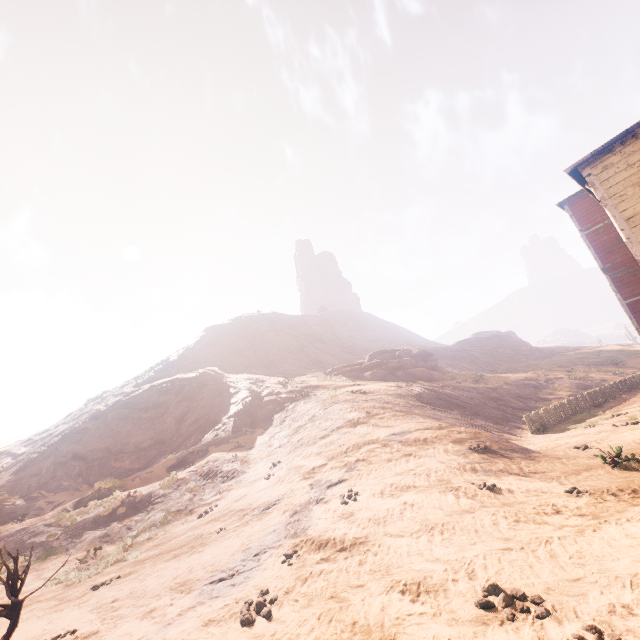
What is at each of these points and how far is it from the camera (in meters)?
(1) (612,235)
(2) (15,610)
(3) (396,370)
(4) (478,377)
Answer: (1) building, 15.88
(2) instancedfoliageactor, 6.02
(3) rock, 32.50
(4) z, 31.70

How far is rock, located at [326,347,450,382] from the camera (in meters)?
30.84

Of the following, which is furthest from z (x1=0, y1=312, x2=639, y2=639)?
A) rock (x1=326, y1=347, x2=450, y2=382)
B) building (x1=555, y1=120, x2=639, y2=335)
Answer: rock (x1=326, y1=347, x2=450, y2=382)

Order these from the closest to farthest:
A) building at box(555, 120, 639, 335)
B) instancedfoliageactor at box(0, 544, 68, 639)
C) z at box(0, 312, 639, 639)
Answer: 1. z at box(0, 312, 639, 639)
2. instancedfoliageactor at box(0, 544, 68, 639)
3. building at box(555, 120, 639, 335)

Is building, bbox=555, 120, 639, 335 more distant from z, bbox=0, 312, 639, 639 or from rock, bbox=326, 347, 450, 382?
rock, bbox=326, 347, 450, 382

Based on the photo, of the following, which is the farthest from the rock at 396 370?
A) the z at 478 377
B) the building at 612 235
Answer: the building at 612 235

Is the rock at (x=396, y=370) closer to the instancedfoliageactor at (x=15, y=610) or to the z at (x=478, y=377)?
the z at (x=478, y=377)
